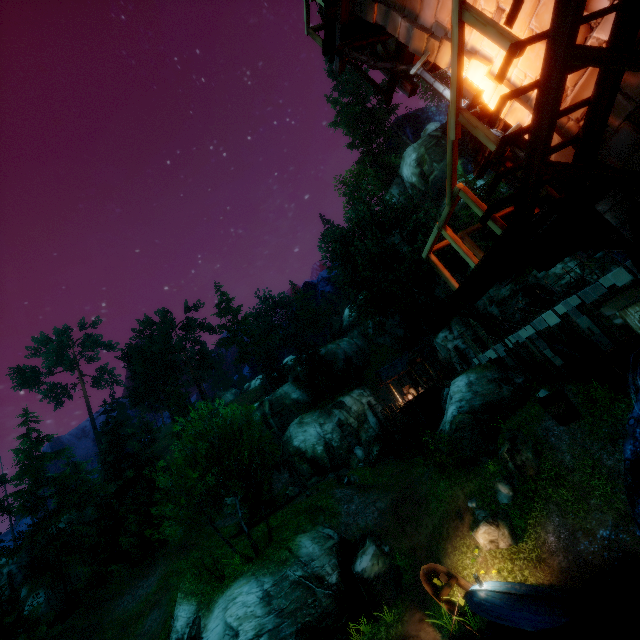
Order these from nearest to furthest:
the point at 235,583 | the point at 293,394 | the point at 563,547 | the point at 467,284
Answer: the point at 467,284 → the point at 563,547 → the point at 235,583 → the point at 293,394

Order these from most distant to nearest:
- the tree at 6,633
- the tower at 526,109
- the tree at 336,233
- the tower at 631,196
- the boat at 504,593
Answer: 1. the tree at 336,233
2. the tree at 6,633
3. the boat at 504,593
4. the tower at 526,109
5. the tower at 631,196

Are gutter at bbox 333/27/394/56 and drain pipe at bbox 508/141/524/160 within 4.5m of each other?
yes

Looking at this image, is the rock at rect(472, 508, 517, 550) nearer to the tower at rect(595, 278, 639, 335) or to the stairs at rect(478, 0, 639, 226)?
the tower at rect(595, 278, 639, 335)

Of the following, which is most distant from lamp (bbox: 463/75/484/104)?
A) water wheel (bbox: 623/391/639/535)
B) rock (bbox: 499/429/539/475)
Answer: rock (bbox: 499/429/539/475)

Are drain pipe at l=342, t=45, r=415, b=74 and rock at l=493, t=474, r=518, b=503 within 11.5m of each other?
no

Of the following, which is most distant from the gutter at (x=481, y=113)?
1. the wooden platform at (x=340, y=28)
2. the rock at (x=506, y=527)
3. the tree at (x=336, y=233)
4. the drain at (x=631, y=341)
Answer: the tree at (x=336, y=233)

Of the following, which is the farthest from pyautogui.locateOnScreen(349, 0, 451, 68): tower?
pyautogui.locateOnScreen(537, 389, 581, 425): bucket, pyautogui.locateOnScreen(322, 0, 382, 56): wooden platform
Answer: pyautogui.locateOnScreen(537, 389, 581, 425): bucket
